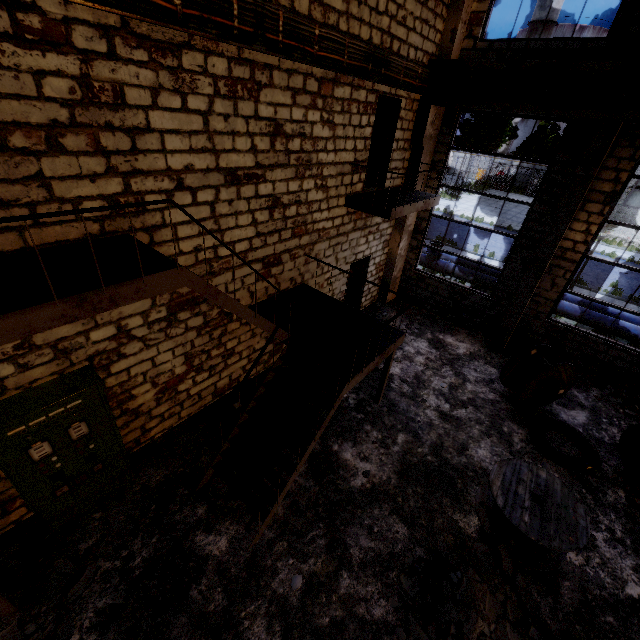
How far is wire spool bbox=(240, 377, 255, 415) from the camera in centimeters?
667cm

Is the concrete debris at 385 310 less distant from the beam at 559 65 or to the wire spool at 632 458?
the wire spool at 632 458

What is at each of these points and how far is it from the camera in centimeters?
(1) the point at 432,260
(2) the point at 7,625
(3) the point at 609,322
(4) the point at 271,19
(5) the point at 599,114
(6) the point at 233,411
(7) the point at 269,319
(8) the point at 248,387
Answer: (1) pipe valve, 1479cm
(2) concrete debris, 410cm
(3) pipe, 1149cm
(4) wires, 482cm
(5) beam, 694cm
(6) wire spool, 654cm
(7) stairs, 683cm
(8) wire spool, 713cm

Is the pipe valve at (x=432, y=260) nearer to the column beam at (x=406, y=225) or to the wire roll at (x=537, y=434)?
the column beam at (x=406, y=225)

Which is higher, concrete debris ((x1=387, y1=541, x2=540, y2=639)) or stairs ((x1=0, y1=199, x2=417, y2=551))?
stairs ((x1=0, y1=199, x2=417, y2=551))

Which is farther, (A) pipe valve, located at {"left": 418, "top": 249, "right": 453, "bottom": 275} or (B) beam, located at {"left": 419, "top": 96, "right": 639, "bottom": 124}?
(A) pipe valve, located at {"left": 418, "top": 249, "right": 453, "bottom": 275}

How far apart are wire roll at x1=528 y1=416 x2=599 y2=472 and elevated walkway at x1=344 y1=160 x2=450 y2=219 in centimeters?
609cm

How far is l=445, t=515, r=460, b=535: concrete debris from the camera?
5.7 meters
